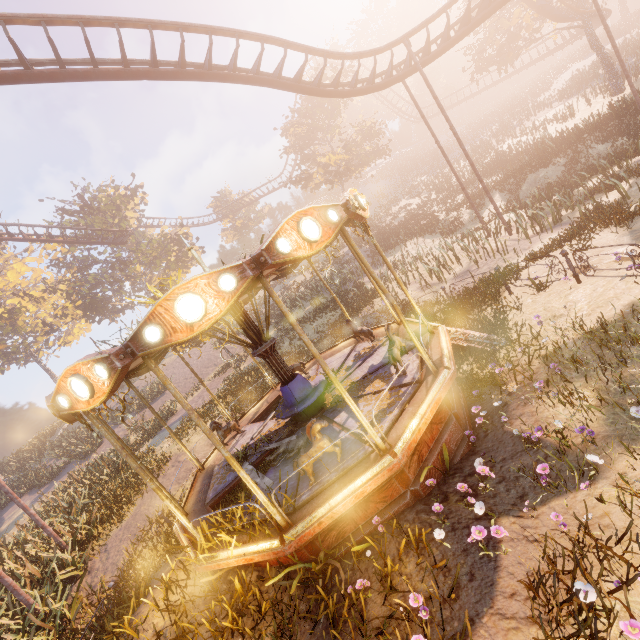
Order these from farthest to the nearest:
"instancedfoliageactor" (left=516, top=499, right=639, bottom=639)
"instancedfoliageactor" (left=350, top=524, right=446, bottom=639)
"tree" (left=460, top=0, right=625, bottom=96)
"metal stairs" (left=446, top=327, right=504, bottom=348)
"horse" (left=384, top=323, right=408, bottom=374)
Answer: "tree" (left=460, top=0, right=625, bottom=96) → "metal stairs" (left=446, top=327, right=504, bottom=348) → "horse" (left=384, top=323, right=408, bottom=374) → "instancedfoliageactor" (left=350, top=524, right=446, bottom=639) → "instancedfoliageactor" (left=516, top=499, right=639, bottom=639)

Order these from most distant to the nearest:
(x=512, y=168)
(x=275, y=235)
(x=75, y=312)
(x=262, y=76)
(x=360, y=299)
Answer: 1. (x=75, y=312)
2. (x=512, y=168)
3. (x=360, y=299)
4. (x=262, y=76)
5. (x=275, y=235)

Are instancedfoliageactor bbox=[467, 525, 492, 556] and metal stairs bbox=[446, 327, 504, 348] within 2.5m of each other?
no

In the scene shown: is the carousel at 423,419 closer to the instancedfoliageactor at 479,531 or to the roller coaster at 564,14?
the instancedfoliageactor at 479,531

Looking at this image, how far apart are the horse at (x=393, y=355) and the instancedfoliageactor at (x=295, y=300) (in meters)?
18.69

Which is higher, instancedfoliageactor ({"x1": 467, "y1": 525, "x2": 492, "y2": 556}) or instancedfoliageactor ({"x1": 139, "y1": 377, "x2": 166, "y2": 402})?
instancedfoliageactor ({"x1": 139, "y1": 377, "x2": 166, "y2": 402})

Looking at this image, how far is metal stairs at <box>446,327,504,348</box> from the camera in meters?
8.1

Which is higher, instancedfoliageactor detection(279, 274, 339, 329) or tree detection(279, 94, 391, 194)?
tree detection(279, 94, 391, 194)
